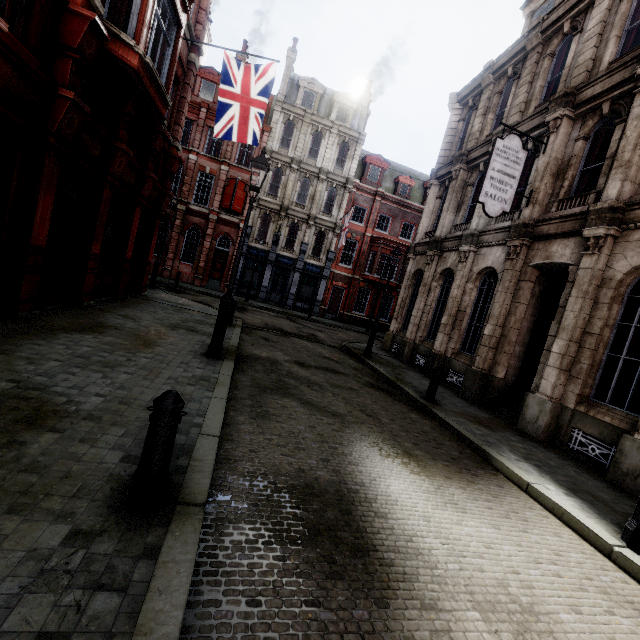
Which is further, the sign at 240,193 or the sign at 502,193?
the sign at 240,193

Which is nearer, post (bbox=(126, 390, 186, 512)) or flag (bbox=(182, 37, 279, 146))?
post (bbox=(126, 390, 186, 512))

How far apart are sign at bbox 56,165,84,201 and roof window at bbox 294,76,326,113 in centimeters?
2449cm

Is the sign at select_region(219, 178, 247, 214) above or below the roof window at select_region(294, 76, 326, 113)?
below

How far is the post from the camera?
2.58m

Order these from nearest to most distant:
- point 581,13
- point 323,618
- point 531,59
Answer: point 323,618 < point 581,13 < point 531,59

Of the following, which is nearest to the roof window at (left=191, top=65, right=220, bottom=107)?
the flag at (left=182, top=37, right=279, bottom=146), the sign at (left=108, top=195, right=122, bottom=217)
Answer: the flag at (left=182, top=37, right=279, bottom=146)

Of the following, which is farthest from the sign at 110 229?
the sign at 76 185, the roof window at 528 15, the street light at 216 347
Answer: the roof window at 528 15
